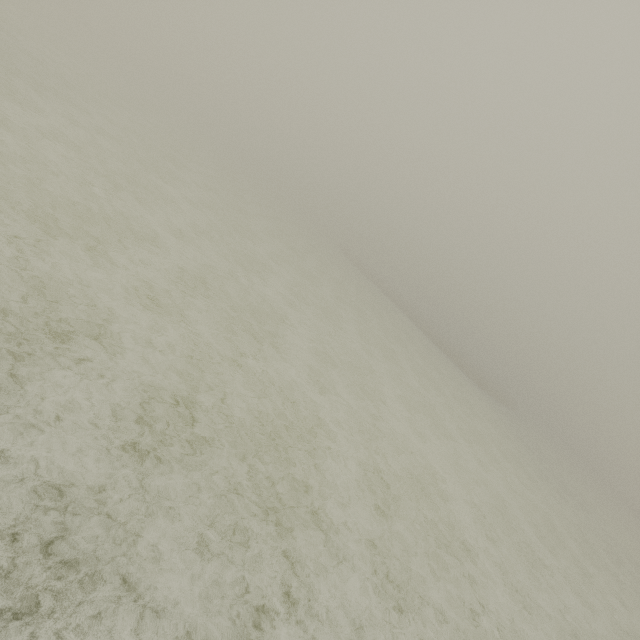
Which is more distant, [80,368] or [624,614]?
[624,614]
